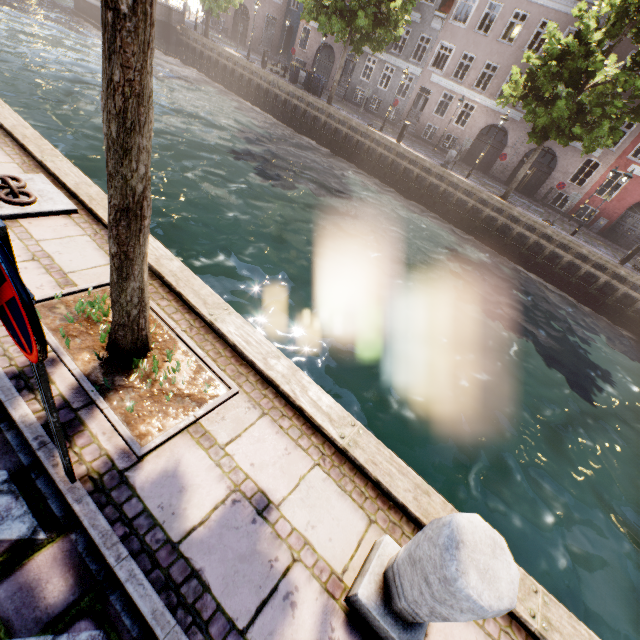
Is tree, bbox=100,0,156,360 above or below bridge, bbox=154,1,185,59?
above

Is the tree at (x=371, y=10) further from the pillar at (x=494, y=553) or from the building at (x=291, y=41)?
the building at (x=291, y=41)

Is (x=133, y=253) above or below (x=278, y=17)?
below

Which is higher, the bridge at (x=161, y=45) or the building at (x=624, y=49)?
the building at (x=624, y=49)

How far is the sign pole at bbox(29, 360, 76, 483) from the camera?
1.5 meters

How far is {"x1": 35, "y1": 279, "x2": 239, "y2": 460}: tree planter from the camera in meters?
→ 2.6 m

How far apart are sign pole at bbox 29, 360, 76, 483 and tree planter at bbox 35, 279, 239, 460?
0.4 meters

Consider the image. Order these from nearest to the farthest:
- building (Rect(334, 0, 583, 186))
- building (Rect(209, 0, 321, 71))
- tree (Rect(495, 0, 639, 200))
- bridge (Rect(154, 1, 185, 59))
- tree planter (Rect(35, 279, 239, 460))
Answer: tree planter (Rect(35, 279, 239, 460)) → tree (Rect(495, 0, 639, 200)) → building (Rect(334, 0, 583, 186)) → bridge (Rect(154, 1, 185, 59)) → building (Rect(209, 0, 321, 71))
